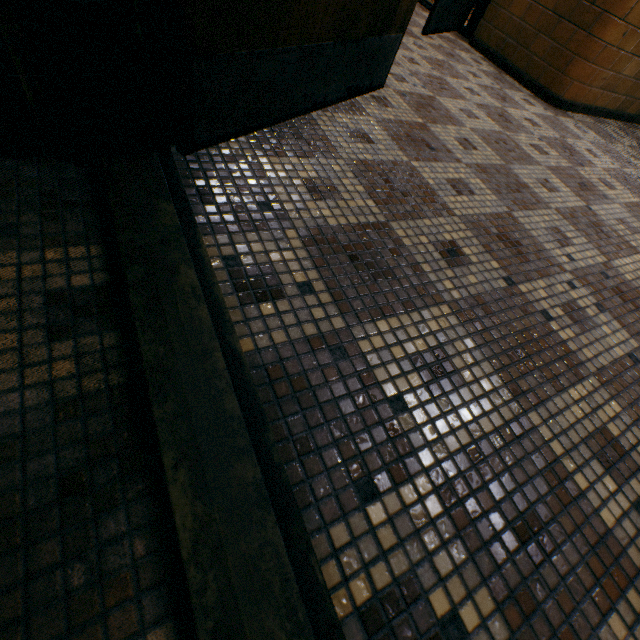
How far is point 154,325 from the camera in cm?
69
